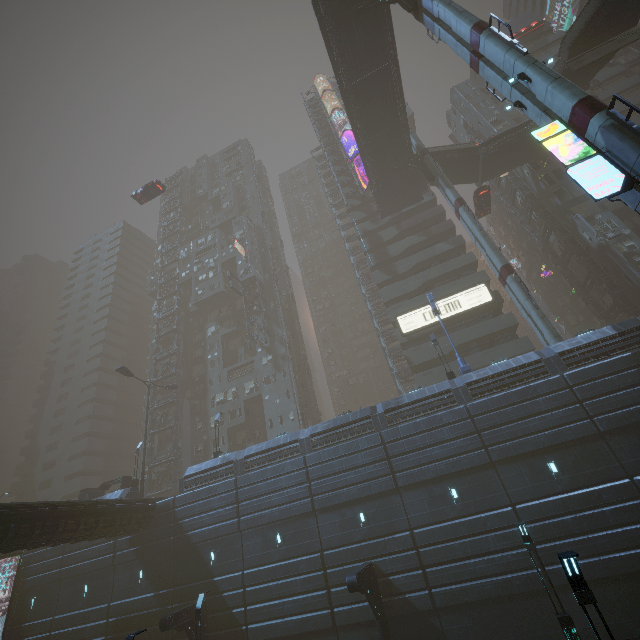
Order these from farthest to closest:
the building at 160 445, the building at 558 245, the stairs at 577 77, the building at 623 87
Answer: the building at 160 445, the building at 558 245, the building at 623 87, the stairs at 577 77

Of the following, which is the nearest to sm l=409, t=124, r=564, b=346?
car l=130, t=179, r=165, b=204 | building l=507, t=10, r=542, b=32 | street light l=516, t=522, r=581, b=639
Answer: building l=507, t=10, r=542, b=32

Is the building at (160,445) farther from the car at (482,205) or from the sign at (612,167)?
the car at (482,205)

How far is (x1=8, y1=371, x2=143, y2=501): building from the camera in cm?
4944

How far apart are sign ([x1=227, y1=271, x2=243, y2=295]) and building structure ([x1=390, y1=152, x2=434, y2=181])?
26.3m

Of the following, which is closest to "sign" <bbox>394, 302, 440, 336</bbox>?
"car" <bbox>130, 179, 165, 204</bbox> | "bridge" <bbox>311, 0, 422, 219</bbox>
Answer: Answer: "bridge" <bbox>311, 0, 422, 219</bbox>

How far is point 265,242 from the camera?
57.5 meters
